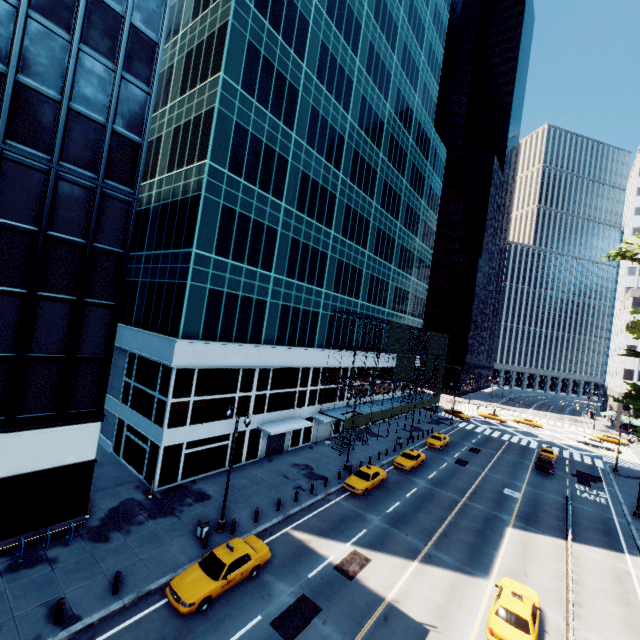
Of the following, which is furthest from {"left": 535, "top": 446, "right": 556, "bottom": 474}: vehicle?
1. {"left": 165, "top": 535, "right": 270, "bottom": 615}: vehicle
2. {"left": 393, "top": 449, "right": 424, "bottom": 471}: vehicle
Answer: {"left": 165, "top": 535, "right": 270, "bottom": 615}: vehicle

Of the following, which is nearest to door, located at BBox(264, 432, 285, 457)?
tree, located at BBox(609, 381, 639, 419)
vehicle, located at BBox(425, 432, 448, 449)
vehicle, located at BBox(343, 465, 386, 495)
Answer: vehicle, located at BBox(343, 465, 386, 495)

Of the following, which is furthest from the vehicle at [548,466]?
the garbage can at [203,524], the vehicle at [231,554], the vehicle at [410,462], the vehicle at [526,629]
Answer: the garbage can at [203,524]

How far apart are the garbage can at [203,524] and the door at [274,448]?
12.0m

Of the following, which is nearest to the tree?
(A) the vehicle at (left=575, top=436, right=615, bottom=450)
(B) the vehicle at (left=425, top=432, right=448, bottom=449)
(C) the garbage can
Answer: (A) the vehicle at (left=575, top=436, right=615, bottom=450)

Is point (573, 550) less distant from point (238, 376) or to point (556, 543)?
point (556, 543)

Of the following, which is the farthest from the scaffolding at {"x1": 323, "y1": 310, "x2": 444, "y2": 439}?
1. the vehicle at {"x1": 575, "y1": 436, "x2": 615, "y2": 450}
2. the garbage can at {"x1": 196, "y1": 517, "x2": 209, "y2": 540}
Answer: the vehicle at {"x1": 575, "y1": 436, "x2": 615, "y2": 450}

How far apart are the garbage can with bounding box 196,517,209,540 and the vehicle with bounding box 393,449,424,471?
20.6m
